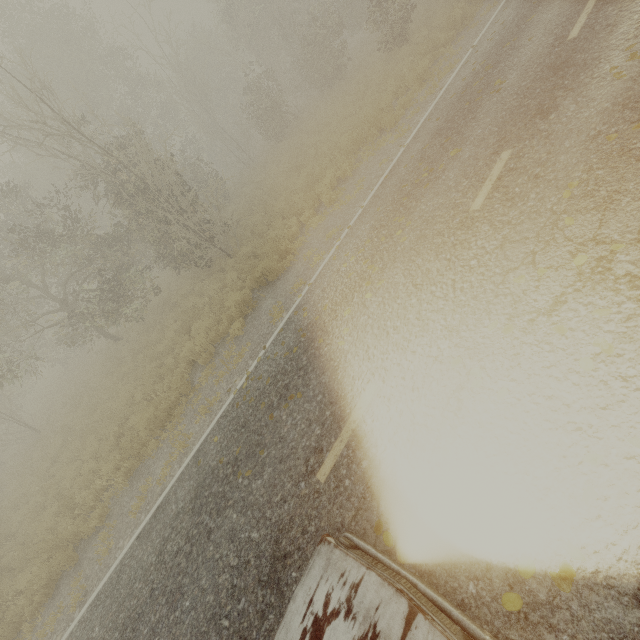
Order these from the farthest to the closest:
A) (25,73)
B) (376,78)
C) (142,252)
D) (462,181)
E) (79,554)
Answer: (25,73) < (142,252) < (376,78) < (79,554) < (462,181)
